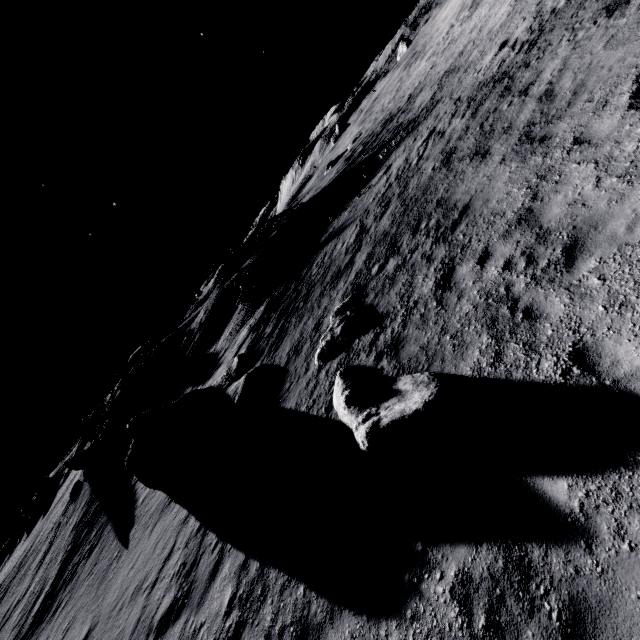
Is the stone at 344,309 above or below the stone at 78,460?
below

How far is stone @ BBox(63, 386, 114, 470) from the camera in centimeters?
3188cm

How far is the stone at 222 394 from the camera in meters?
13.4 m

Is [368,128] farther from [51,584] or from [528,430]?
[51,584]

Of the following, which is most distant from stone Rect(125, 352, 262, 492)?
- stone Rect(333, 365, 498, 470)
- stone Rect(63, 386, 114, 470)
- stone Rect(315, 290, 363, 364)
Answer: stone Rect(63, 386, 114, 470)

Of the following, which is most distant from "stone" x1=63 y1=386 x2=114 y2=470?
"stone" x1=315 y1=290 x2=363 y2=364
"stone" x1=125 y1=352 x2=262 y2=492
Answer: "stone" x1=315 y1=290 x2=363 y2=364

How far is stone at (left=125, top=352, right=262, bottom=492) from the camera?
13.4m

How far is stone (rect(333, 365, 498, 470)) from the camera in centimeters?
525cm
